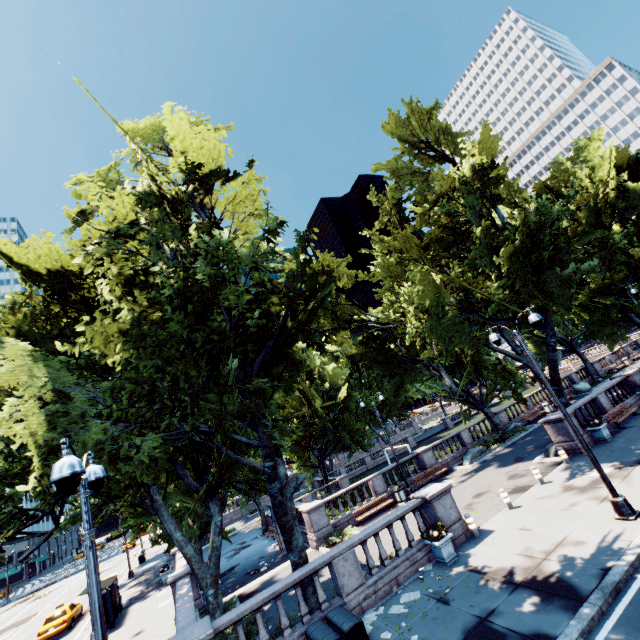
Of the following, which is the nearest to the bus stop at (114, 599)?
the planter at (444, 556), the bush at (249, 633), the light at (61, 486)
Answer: the bush at (249, 633)

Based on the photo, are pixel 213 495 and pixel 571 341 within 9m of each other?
no

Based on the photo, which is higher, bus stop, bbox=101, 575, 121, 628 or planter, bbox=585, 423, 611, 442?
bus stop, bbox=101, 575, 121, 628

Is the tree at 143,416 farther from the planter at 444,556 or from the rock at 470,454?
the planter at 444,556

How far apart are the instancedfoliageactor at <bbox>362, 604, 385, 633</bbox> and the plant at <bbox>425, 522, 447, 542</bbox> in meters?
1.7

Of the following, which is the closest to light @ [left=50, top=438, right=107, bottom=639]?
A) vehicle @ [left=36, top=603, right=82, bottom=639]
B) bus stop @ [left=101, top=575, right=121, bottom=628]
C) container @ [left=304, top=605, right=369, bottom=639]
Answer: container @ [left=304, top=605, right=369, bottom=639]

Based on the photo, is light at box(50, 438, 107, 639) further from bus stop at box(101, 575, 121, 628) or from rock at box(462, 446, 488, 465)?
bus stop at box(101, 575, 121, 628)

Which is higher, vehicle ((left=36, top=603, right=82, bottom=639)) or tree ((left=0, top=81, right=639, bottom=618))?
tree ((left=0, top=81, right=639, bottom=618))
